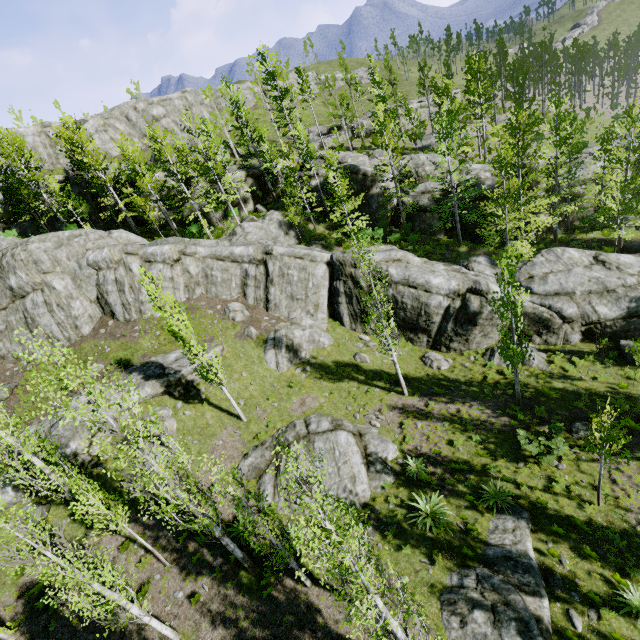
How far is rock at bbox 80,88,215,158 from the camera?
43.59m

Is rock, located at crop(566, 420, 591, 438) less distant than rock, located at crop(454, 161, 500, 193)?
Yes

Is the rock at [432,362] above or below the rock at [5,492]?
below

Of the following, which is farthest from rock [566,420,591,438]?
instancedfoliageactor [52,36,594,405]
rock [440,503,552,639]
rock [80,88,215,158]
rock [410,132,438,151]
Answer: rock [410,132,438,151]

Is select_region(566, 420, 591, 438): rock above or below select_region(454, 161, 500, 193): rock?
below

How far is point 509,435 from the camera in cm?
1673

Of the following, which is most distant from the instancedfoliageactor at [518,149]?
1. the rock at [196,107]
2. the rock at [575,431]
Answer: the rock at [575,431]

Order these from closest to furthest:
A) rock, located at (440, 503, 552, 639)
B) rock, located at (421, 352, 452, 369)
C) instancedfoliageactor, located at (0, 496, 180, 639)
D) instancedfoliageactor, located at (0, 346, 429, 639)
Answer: instancedfoliageactor, located at (0, 346, 429, 639) < instancedfoliageactor, located at (0, 496, 180, 639) < rock, located at (440, 503, 552, 639) < rock, located at (421, 352, 452, 369)
